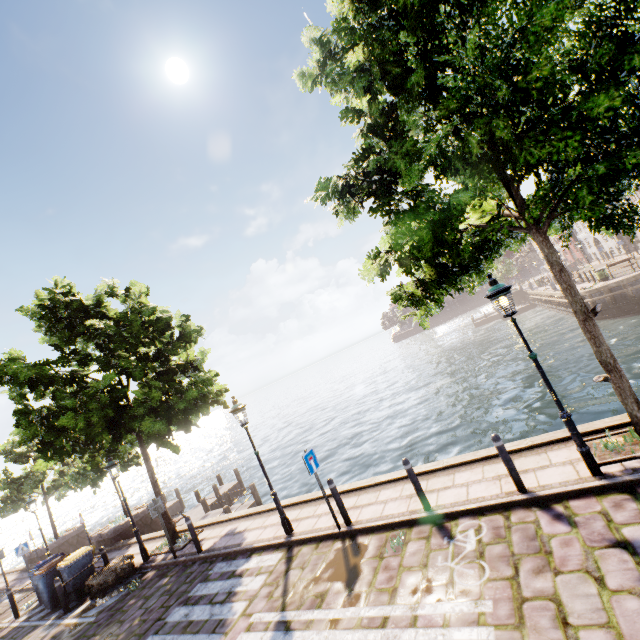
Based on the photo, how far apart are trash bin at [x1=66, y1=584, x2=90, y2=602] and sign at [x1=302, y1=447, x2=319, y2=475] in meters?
10.1 m

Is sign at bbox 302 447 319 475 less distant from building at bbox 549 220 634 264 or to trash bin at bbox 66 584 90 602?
trash bin at bbox 66 584 90 602

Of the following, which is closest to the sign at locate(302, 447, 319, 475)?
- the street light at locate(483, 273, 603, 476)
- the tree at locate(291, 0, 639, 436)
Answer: the tree at locate(291, 0, 639, 436)

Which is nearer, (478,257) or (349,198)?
(349,198)

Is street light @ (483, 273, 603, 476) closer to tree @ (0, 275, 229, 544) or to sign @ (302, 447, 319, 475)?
tree @ (0, 275, 229, 544)

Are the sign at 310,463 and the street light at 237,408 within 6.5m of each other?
yes

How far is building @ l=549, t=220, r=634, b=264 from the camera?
36.72m

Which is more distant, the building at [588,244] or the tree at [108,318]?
the building at [588,244]
